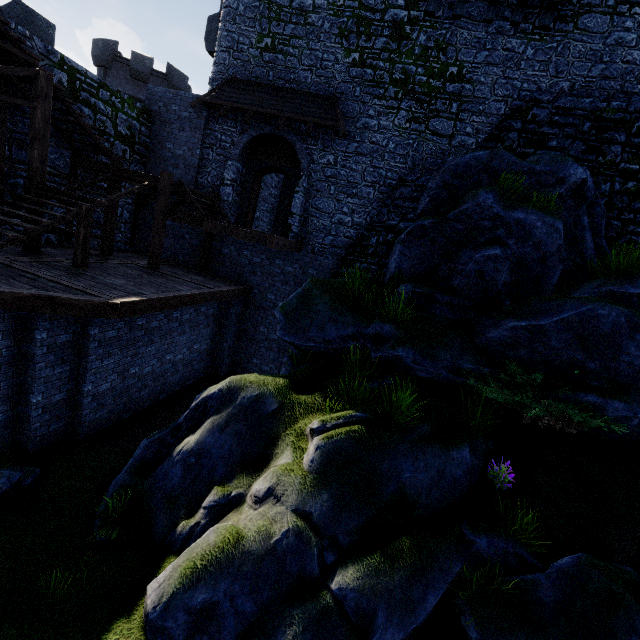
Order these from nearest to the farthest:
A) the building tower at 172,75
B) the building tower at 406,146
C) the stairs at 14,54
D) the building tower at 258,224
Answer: the stairs at 14,54 → the building tower at 406,146 → the building tower at 258,224 → the building tower at 172,75

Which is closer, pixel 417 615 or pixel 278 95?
pixel 417 615

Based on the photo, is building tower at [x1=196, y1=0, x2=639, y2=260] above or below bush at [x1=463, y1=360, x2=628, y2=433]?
above

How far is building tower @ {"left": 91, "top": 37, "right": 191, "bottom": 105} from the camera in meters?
25.2 m

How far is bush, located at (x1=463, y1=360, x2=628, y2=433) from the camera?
5.89m

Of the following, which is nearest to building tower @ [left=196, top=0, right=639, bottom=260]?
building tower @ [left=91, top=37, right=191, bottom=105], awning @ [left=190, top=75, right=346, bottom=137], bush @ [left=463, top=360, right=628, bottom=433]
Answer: awning @ [left=190, top=75, right=346, bottom=137]

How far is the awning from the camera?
11.6 meters

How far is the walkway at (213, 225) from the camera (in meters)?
10.38
